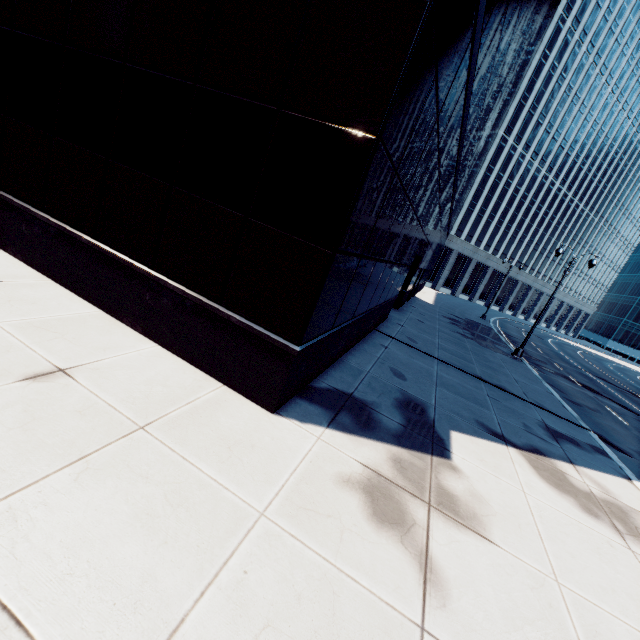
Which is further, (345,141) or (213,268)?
(213,268)
